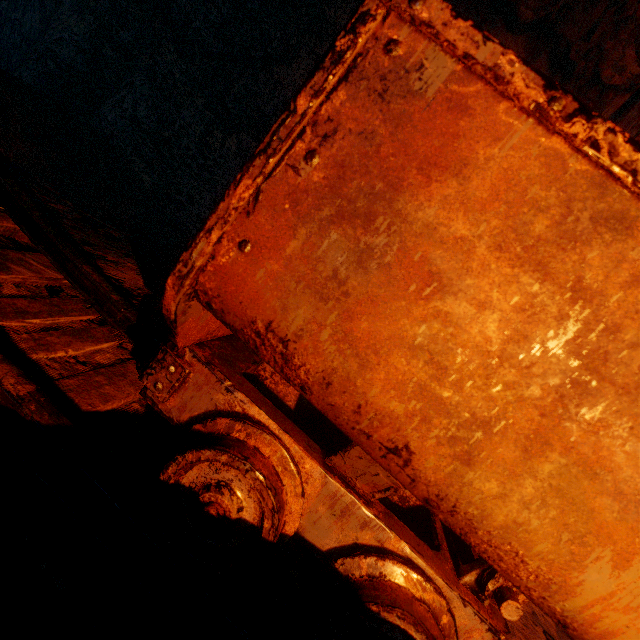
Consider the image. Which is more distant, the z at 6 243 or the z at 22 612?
the z at 6 243

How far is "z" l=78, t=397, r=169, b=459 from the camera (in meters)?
1.15

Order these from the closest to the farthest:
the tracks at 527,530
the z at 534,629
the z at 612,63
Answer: the tracks at 527,530, the z at 534,629, the z at 612,63

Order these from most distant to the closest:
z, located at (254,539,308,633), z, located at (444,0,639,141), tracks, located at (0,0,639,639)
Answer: z, located at (444,0,639,141), z, located at (254,539,308,633), tracks, located at (0,0,639,639)

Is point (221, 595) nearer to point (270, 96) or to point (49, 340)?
point (49, 340)

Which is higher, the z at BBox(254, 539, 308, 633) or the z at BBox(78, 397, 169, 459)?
the z at BBox(78, 397, 169, 459)
